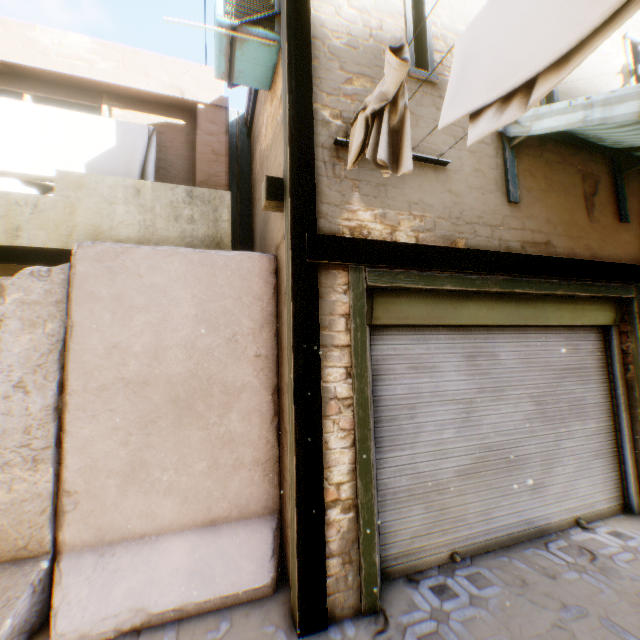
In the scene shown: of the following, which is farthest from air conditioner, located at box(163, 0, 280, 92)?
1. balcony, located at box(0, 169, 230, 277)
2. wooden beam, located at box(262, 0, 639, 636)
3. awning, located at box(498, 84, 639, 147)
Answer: awning, located at box(498, 84, 639, 147)

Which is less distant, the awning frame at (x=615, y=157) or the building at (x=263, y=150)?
the building at (x=263, y=150)

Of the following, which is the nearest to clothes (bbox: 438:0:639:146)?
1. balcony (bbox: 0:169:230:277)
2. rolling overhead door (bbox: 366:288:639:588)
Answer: balcony (bbox: 0:169:230:277)

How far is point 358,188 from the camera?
3.2m

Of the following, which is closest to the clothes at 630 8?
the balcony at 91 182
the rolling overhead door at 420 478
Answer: the balcony at 91 182

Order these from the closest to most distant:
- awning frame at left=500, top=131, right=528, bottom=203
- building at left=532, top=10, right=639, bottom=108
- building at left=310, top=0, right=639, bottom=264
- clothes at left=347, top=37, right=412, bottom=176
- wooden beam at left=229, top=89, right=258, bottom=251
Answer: clothes at left=347, top=37, right=412, bottom=176
building at left=310, top=0, right=639, bottom=264
awning frame at left=500, top=131, right=528, bottom=203
building at left=532, top=10, right=639, bottom=108
wooden beam at left=229, top=89, right=258, bottom=251

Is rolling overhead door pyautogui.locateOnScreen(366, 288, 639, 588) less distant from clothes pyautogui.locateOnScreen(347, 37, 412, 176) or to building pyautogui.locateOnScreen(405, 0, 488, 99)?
building pyautogui.locateOnScreen(405, 0, 488, 99)

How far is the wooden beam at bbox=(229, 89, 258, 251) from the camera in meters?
6.4 m
